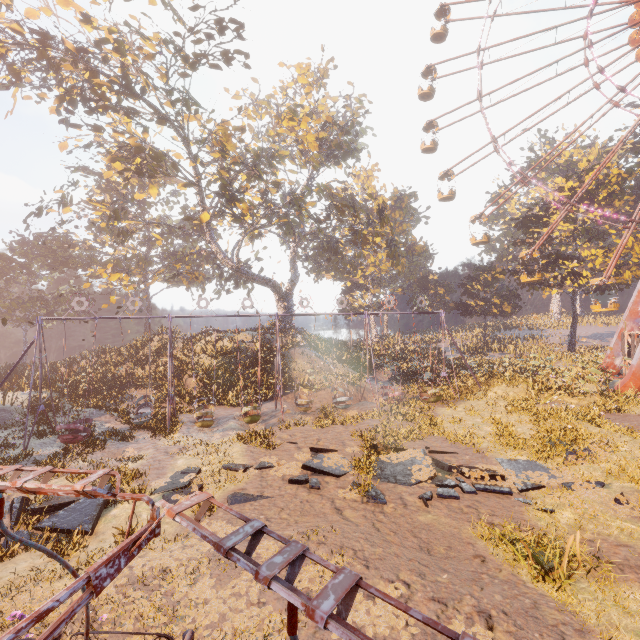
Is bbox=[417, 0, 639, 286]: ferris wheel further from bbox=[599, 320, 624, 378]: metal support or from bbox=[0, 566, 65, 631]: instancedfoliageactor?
bbox=[0, 566, 65, 631]: instancedfoliageactor

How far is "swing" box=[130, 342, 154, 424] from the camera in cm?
1762

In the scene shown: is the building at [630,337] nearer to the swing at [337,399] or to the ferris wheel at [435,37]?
the ferris wheel at [435,37]

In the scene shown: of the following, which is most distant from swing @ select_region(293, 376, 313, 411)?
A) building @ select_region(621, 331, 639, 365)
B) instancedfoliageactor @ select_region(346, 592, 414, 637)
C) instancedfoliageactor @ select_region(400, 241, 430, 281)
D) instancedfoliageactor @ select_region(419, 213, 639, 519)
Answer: instancedfoliageactor @ select_region(400, 241, 430, 281)

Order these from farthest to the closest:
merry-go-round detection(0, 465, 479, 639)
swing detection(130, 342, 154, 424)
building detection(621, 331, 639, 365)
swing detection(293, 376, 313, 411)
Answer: building detection(621, 331, 639, 365)
swing detection(293, 376, 313, 411)
swing detection(130, 342, 154, 424)
merry-go-round detection(0, 465, 479, 639)

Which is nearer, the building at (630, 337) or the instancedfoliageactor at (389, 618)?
the instancedfoliageactor at (389, 618)

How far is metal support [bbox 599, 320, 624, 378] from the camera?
27.20m

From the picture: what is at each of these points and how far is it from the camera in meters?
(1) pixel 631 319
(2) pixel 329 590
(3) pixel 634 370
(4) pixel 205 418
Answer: (1) metal support, 26.7
(2) merry-go-round, 1.3
(3) metal support, 20.9
(4) swing, 18.6
